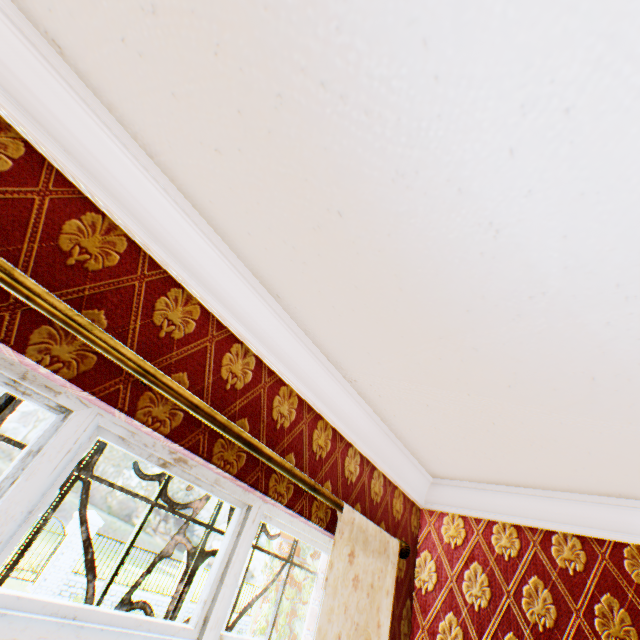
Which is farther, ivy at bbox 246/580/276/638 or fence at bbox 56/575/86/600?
fence at bbox 56/575/86/600

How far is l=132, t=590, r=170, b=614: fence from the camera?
12.9m

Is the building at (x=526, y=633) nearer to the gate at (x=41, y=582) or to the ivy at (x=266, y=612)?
the ivy at (x=266, y=612)

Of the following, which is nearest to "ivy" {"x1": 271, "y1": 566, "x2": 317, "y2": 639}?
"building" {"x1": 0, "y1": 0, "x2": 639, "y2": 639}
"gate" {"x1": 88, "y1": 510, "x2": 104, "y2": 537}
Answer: "building" {"x1": 0, "y1": 0, "x2": 639, "y2": 639}

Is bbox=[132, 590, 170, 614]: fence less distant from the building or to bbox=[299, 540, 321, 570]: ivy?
the building

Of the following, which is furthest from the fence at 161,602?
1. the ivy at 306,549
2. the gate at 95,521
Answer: the ivy at 306,549

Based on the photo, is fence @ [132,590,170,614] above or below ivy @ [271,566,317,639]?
below

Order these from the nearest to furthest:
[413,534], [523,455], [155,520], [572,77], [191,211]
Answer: [572,77] → [191,211] → [523,455] → [413,534] → [155,520]
